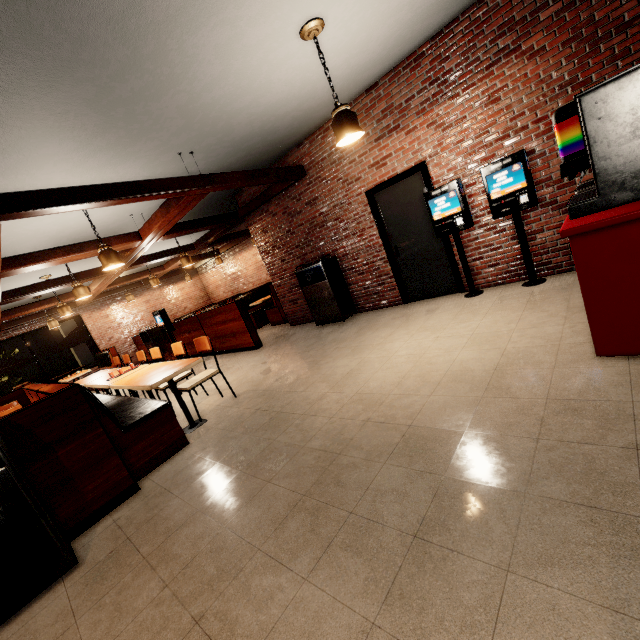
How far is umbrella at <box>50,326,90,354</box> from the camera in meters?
11.8

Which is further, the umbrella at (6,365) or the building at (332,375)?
the umbrella at (6,365)

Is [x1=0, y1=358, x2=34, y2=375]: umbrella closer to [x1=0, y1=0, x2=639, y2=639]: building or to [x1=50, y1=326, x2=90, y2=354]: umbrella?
[x1=0, y1=0, x2=639, y2=639]: building

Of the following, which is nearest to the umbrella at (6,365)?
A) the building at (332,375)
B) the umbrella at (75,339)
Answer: the building at (332,375)

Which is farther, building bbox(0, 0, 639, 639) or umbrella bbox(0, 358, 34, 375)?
umbrella bbox(0, 358, 34, 375)

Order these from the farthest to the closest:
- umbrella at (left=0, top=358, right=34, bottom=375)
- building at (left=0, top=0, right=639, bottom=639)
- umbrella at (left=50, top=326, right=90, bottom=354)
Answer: umbrella at (left=50, top=326, right=90, bottom=354), umbrella at (left=0, top=358, right=34, bottom=375), building at (left=0, top=0, right=639, bottom=639)

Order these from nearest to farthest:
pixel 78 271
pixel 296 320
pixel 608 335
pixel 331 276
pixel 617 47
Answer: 1. pixel 608 335
2. pixel 617 47
3. pixel 331 276
4. pixel 296 320
5. pixel 78 271
